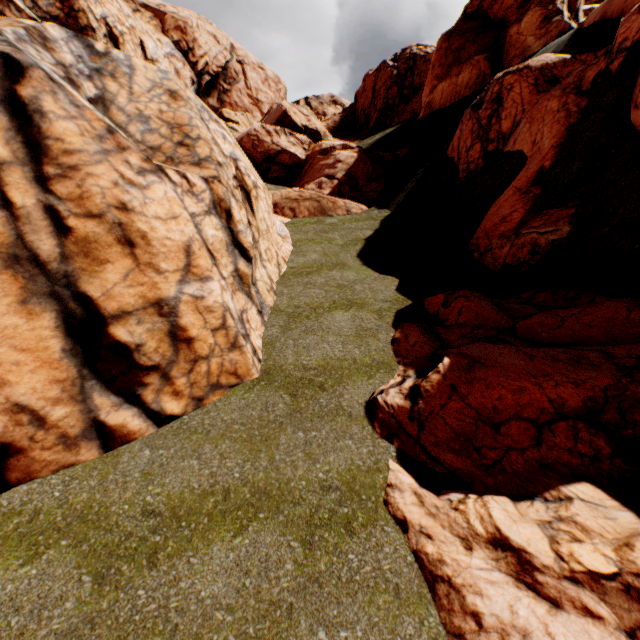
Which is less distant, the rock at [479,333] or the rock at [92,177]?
the rock at [479,333]

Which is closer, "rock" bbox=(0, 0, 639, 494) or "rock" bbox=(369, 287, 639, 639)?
"rock" bbox=(369, 287, 639, 639)

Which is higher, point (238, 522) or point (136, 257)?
point (136, 257)
